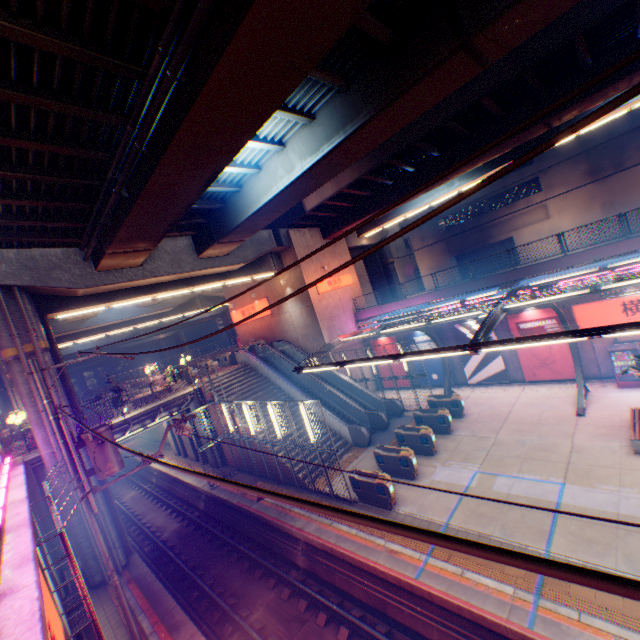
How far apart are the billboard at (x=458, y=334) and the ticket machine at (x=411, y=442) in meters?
7.9 m

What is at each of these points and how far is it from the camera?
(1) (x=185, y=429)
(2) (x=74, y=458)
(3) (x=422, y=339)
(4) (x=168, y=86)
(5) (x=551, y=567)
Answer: (1) electric pole, 12.4 meters
(2) electric pole, 10.3 meters
(3) billboard, 24.0 meters
(4) pipe, 7.0 meters
(5) power line, 0.8 meters

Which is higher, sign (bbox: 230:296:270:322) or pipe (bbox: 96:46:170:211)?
pipe (bbox: 96:46:170:211)

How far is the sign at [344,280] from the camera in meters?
25.8

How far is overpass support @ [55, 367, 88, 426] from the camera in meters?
14.6 m

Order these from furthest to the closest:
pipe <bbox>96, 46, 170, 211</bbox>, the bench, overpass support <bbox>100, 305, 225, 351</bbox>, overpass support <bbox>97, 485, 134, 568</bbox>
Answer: overpass support <bbox>100, 305, 225, 351</bbox>
overpass support <bbox>97, 485, 134, 568</bbox>
the bench
pipe <bbox>96, 46, 170, 211</bbox>

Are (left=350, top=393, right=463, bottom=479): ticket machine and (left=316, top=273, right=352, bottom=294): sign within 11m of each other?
no

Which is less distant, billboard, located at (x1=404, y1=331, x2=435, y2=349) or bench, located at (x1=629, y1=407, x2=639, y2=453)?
bench, located at (x1=629, y1=407, x2=639, y2=453)
